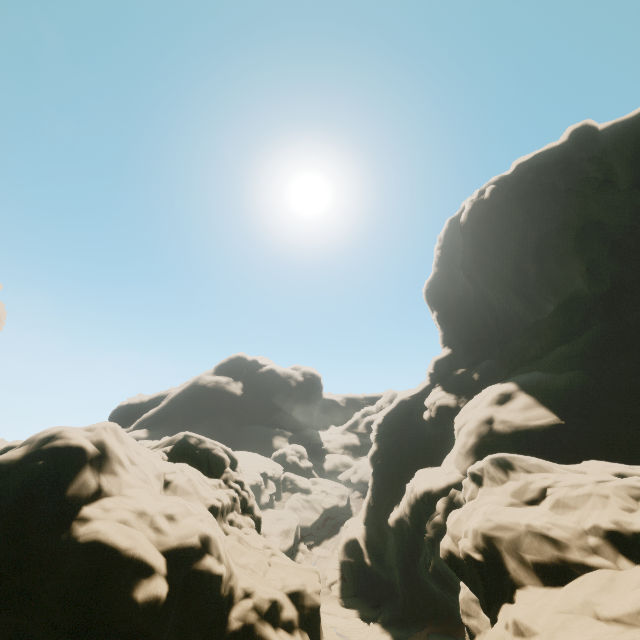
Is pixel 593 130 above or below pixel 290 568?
above
